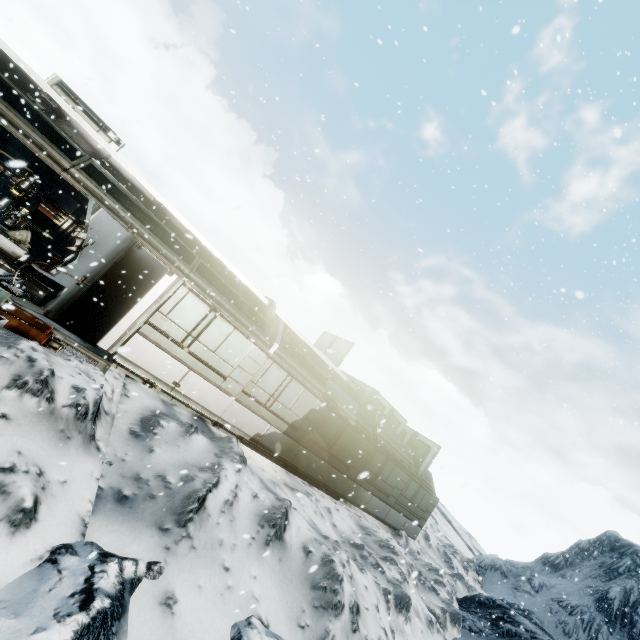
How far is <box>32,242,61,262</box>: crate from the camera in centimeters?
1279cm

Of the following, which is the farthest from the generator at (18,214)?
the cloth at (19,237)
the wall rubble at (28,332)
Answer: the wall rubble at (28,332)

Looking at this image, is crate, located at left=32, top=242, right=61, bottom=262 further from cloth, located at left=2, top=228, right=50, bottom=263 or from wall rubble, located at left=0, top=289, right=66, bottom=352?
wall rubble, located at left=0, top=289, right=66, bottom=352

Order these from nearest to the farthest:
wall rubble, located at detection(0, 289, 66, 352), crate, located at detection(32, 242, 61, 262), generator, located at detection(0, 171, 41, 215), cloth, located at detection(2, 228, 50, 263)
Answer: wall rubble, located at detection(0, 289, 66, 352) → generator, located at detection(0, 171, 41, 215) → cloth, located at detection(2, 228, 50, 263) → crate, located at detection(32, 242, 61, 262)

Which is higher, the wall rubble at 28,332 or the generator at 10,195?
the generator at 10,195

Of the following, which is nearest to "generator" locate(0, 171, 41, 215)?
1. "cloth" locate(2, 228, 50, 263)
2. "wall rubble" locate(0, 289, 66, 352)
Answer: "cloth" locate(2, 228, 50, 263)

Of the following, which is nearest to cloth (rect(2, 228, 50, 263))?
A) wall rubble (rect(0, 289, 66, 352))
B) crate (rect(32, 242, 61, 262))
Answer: crate (rect(32, 242, 61, 262))

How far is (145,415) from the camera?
7.6 meters
